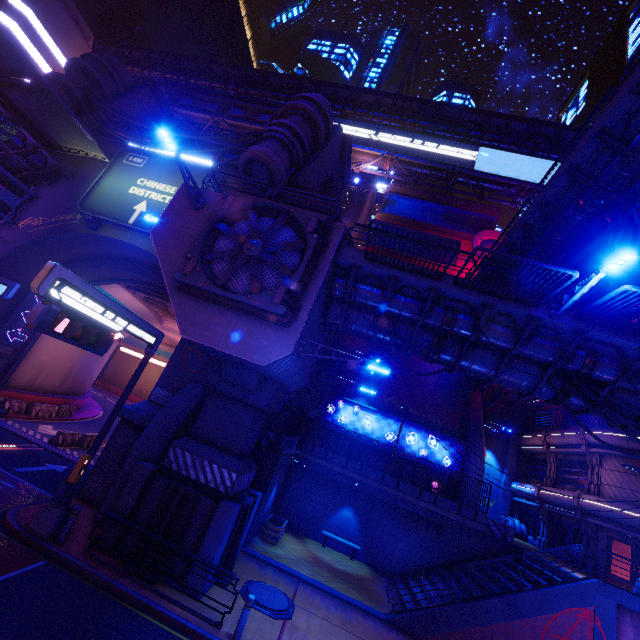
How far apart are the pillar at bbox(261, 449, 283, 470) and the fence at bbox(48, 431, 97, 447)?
13.18m

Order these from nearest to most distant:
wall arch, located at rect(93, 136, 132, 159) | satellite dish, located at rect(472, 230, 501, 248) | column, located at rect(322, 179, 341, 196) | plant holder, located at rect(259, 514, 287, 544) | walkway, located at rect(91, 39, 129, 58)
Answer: plant holder, located at rect(259, 514, 287, 544), wall arch, located at rect(93, 136, 132, 159), column, located at rect(322, 179, 341, 196), satellite dish, located at rect(472, 230, 501, 248), walkway, located at rect(91, 39, 129, 58)

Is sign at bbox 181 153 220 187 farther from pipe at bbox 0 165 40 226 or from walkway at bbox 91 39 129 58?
walkway at bbox 91 39 129 58

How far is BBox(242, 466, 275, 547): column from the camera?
15.0m

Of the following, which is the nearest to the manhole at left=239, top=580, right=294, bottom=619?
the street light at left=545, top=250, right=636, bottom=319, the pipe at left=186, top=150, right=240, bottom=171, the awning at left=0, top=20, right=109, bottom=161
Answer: the street light at left=545, top=250, right=636, bottom=319

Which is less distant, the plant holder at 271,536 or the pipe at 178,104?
the plant holder at 271,536

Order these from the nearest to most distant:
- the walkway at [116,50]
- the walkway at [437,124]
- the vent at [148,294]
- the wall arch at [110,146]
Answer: the wall arch at [110,146] < the vent at [148,294] < the walkway at [437,124] < the walkway at [116,50]

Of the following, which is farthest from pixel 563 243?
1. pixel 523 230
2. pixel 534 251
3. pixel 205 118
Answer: pixel 205 118
